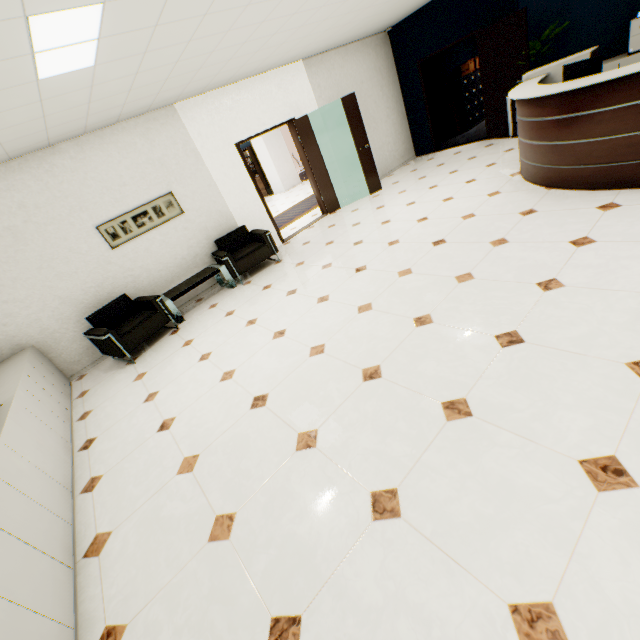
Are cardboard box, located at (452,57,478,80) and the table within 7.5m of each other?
no

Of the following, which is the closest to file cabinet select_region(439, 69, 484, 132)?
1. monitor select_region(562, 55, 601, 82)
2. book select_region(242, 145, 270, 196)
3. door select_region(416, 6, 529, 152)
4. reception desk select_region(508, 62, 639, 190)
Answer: door select_region(416, 6, 529, 152)

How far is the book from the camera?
14.55m

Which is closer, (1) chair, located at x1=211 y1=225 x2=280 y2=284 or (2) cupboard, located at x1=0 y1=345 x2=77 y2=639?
(2) cupboard, located at x1=0 y1=345 x2=77 y2=639

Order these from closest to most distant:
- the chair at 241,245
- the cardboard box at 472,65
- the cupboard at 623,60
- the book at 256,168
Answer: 1. the cupboard at 623,60
2. the chair at 241,245
3. the cardboard box at 472,65
4. the book at 256,168

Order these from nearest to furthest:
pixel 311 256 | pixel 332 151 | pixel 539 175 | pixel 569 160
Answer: pixel 569 160 → pixel 539 175 → pixel 311 256 → pixel 332 151

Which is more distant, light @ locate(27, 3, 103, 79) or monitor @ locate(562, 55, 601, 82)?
monitor @ locate(562, 55, 601, 82)

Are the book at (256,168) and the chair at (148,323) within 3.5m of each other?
no
